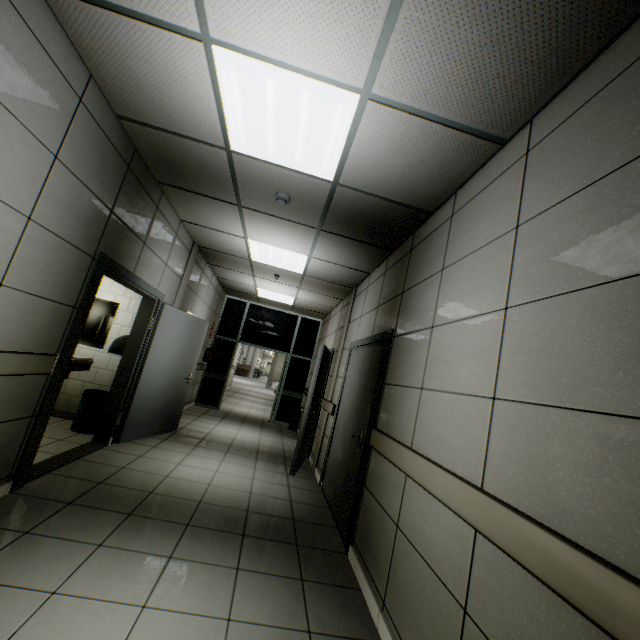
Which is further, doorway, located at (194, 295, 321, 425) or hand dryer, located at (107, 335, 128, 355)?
doorway, located at (194, 295, 321, 425)

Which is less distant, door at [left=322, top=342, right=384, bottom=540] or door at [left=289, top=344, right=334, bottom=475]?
door at [left=322, top=342, right=384, bottom=540]

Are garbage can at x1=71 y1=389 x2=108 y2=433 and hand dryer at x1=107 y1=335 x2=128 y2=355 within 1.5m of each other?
yes

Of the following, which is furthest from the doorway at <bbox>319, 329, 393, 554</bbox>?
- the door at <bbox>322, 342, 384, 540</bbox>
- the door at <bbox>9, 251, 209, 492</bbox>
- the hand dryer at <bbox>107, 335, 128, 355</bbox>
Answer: the hand dryer at <bbox>107, 335, 128, 355</bbox>

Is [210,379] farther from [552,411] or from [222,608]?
[552,411]

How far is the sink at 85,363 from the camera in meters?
4.7 m

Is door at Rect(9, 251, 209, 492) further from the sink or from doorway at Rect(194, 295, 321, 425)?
doorway at Rect(194, 295, 321, 425)

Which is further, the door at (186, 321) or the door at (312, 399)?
the door at (312, 399)
